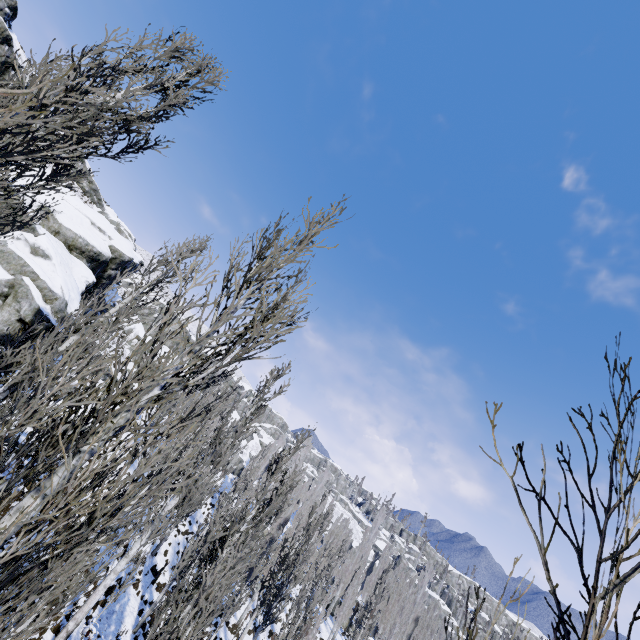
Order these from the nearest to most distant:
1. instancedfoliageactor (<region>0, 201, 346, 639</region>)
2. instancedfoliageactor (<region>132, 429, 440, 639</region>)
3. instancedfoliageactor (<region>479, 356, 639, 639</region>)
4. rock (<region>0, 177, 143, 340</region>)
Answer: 1. instancedfoliageactor (<region>479, 356, 639, 639</region>)
2. instancedfoliageactor (<region>0, 201, 346, 639</region>)
3. instancedfoliageactor (<region>132, 429, 440, 639</region>)
4. rock (<region>0, 177, 143, 340</region>)

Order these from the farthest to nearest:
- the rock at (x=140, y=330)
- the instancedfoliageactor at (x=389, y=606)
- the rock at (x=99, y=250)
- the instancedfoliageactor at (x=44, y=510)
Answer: the rock at (x=140, y=330)
the rock at (x=99, y=250)
the instancedfoliageactor at (x=389, y=606)
the instancedfoliageactor at (x=44, y=510)

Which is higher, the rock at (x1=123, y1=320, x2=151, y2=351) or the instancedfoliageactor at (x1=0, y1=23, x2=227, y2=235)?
the rock at (x1=123, y1=320, x2=151, y2=351)

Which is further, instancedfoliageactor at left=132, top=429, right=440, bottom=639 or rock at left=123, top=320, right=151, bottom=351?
rock at left=123, top=320, right=151, bottom=351

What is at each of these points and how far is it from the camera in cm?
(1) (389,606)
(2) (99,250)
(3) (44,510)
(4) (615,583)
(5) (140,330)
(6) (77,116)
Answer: (1) instancedfoliageactor, 4125
(2) rock, 2695
(3) instancedfoliageactor, 277
(4) instancedfoliageactor, 98
(5) rock, 4662
(6) instancedfoliageactor, 698

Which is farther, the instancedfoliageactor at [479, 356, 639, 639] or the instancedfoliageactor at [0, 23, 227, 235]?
the instancedfoliageactor at [0, 23, 227, 235]

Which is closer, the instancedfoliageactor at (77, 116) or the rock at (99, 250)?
the instancedfoliageactor at (77, 116)

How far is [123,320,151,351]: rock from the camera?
43.92m
